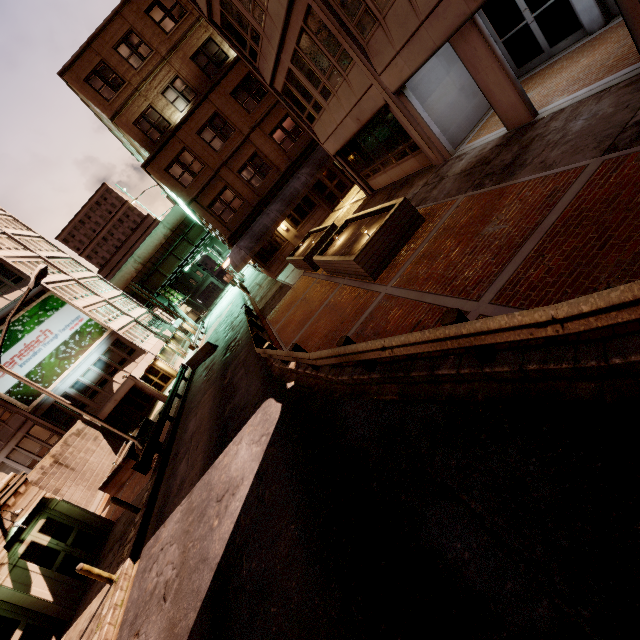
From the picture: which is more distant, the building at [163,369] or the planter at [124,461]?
the building at [163,369]

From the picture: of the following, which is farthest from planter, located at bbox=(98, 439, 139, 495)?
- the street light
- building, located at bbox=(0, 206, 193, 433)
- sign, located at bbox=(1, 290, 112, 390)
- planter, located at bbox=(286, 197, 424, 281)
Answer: planter, located at bbox=(286, 197, 424, 281)

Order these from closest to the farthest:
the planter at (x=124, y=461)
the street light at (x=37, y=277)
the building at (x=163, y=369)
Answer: the street light at (x=37, y=277), the planter at (x=124, y=461), the building at (x=163, y=369)

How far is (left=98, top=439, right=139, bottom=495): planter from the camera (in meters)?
19.00

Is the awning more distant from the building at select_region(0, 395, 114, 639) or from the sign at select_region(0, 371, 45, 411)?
the sign at select_region(0, 371, 45, 411)

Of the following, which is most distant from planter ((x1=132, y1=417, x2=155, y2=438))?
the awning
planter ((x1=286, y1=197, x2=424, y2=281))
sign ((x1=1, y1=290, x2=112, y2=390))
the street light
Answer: planter ((x1=286, y1=197, x2=424, y2=281))

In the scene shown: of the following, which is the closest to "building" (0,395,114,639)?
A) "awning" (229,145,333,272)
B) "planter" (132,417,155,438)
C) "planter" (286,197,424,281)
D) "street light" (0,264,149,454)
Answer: "street light" (0,264,149,454)

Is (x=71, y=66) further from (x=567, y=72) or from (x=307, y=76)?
(x=567, y=72)
